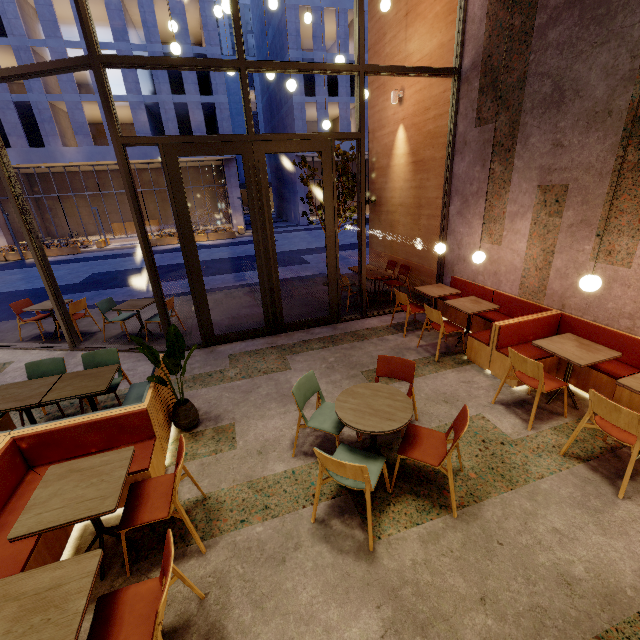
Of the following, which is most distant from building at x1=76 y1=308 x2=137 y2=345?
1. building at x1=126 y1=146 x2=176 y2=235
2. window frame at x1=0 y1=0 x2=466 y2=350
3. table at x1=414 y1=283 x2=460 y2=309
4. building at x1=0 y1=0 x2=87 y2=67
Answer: building at x1=126 y1=146 x2=176 y2=235

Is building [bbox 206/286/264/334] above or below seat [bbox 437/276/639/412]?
below

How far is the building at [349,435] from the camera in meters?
3.7 m

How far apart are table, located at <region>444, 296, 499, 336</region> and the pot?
4.4m

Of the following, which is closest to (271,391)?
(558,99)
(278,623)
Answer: (278,623)

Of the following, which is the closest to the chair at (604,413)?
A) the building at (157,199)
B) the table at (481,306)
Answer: the table at (481,306)

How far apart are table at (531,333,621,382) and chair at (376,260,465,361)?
2.3 meters

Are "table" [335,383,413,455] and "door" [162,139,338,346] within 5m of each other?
yes
